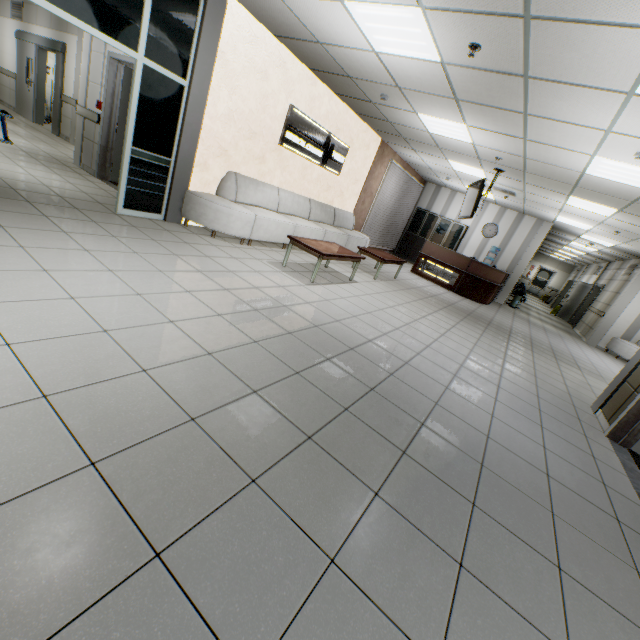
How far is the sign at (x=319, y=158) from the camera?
6.38m

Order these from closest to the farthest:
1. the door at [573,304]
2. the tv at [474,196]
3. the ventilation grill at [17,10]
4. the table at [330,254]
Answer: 1. the table at [330,254]
2. the tv at [474,196]
3. the ventilation grill at [17,10]
4. the door at [573,304]

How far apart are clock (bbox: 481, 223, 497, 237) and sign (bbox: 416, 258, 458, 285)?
3.6 meters

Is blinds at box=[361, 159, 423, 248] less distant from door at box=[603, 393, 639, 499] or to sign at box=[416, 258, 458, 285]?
sign at box=[416, 258, 458, 285]

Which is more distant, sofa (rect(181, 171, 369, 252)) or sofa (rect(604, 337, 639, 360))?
sofa (rect(604, 337, 639, 360))

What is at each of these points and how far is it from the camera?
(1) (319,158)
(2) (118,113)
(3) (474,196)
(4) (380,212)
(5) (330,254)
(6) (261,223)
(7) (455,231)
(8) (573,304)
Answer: (1) sign, 7.5m
(2) door, 6.1m
(3) tv, 7.5m
(4) blinds, 11.3m
(5) table, 5.2m
(6) sofa, 5.9m
(7) cabinet, 12.8m
(8) door, 16.0m

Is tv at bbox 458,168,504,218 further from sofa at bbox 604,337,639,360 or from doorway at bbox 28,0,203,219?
sofa at bbox 604,337,639,360

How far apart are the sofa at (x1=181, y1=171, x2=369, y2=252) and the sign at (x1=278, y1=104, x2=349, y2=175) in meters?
0.8 m
